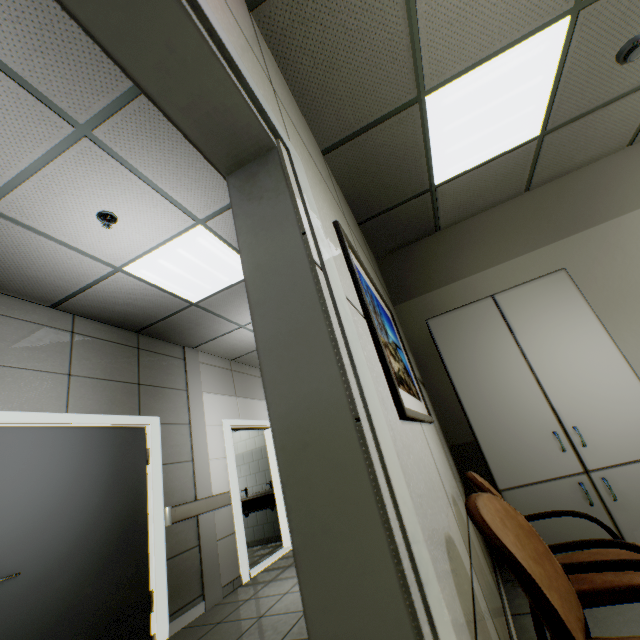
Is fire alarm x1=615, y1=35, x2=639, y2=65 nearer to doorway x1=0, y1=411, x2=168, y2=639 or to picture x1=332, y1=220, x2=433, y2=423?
picture x1=332, y1=220, x2=433, y2=423

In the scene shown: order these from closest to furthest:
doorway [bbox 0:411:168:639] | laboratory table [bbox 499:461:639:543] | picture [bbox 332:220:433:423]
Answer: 1. picture [bbox 332:220:433:423]
2. laboratory table [bbox 499:461:639:543]
3. doorway [bbox 0:411:168:639]

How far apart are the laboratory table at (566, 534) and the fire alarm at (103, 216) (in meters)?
3.72

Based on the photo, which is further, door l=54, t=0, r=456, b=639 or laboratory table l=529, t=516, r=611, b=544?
laboratory table l=529, t=516, r=611, b=544

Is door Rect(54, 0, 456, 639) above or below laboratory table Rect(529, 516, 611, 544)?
above

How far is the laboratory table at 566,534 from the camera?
2.2m

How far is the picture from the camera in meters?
1.2

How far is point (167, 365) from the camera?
4.5m
